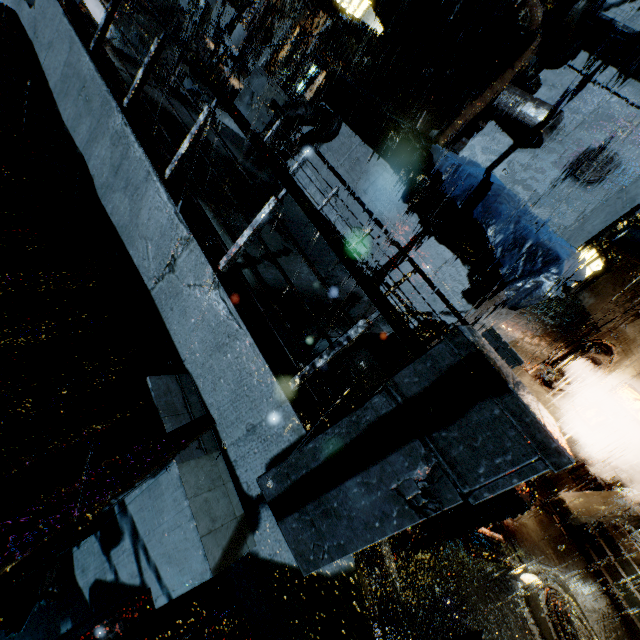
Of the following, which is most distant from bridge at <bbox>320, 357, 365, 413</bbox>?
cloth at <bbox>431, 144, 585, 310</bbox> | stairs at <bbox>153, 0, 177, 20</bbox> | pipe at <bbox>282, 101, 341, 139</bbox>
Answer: stairs at <bbox>153, 0, 177, 20</bbox>

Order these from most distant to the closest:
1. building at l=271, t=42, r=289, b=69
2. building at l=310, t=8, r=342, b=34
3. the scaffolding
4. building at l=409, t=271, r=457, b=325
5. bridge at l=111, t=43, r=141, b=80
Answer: building at l=271, t=42, r=289, b=69 < building at l=310, t=8, r=342, b=34 < the scaffolding < building at l=409, t=271, r=457, b=325 < bridge at l=111, t=43, r=141, b=80

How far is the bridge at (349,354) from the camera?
5.1 meters

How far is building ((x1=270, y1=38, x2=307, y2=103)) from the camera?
22.4m

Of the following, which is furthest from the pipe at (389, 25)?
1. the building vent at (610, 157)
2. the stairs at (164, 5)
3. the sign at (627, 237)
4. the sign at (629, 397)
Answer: the stairs at (164, 5)

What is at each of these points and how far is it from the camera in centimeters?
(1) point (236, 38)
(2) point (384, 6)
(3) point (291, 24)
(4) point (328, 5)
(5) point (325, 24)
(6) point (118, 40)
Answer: (1) street light, 2086cm
(2) building vent, 1212cm
(3) building, 2467cm
(4) scaffolding, 1198cm
(5) building, 2105cm
(6) building, 1280cm

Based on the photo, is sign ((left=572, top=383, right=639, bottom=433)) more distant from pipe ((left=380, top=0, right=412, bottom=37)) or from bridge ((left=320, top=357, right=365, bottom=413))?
pipe ((left=380, top=0, right=412, bottom=37))

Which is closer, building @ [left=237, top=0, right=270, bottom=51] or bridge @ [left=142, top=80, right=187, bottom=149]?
bridge @ [left=142, top=80, right=187, bottom=149]
